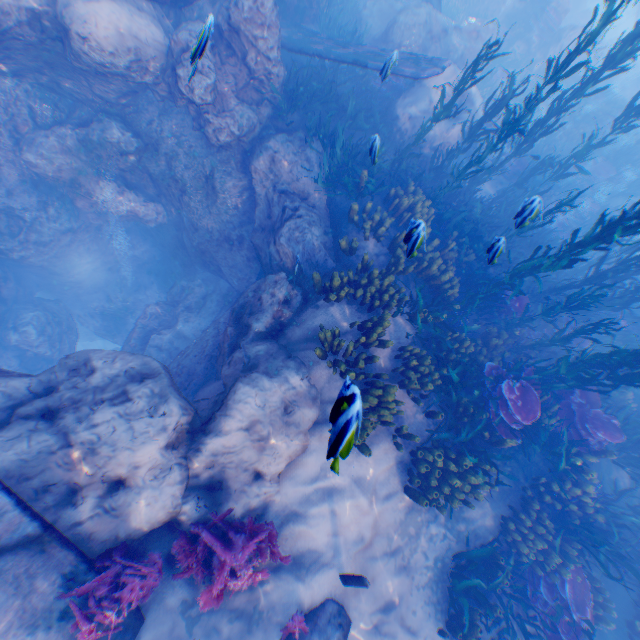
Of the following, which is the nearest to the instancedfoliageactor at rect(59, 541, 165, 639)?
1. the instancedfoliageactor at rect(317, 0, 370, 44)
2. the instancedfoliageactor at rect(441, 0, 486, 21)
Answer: the instancedfoliageactor at rect(441, 0, 486, 21)

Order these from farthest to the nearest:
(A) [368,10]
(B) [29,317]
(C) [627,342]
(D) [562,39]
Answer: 1. (D) [562,39]
2. (A) [368,10]
3. (B) [29,317]
4. (C) [627,342]

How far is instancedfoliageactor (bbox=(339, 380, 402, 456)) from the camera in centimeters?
227cm

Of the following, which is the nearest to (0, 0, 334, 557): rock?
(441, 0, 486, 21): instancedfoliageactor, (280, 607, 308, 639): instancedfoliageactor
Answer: (441, 0, 486, 21): instancedfoliageactor

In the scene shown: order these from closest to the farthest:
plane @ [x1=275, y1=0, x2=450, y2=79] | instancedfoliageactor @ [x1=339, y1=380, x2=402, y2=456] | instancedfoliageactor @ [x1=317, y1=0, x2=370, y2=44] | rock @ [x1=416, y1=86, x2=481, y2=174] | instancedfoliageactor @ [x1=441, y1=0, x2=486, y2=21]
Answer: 1. instancedfoliageactor @ [x1=339, y1=380, x2=402, y2=456]
2. plane @ [x1=275, y1=0, x2=450, y2=79]
3. rock @ [x1=416, y1=86, x2=481, y2=174]
4. instancedfoliageactor @ [x1=317, y1=0, x2=370, y2=44]
5. instancedfoliageactor @ [x1=441, y1=0, x2=486, y2=21]

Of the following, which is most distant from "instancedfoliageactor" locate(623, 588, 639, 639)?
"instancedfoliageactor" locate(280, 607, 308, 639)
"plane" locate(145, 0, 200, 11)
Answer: "instancedfoliageactor" locate(280, 607, 308, 639)

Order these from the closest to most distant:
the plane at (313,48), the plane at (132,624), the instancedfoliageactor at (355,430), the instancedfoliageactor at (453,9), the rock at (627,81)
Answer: the instancedfoliageactor at (355,430) → the plane at (132,624) → the plane at (313,48) → the instancedfoliageactor at (453,9) → the rock at (627,81)

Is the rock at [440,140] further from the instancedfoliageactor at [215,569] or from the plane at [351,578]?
the plane at [351,578]
